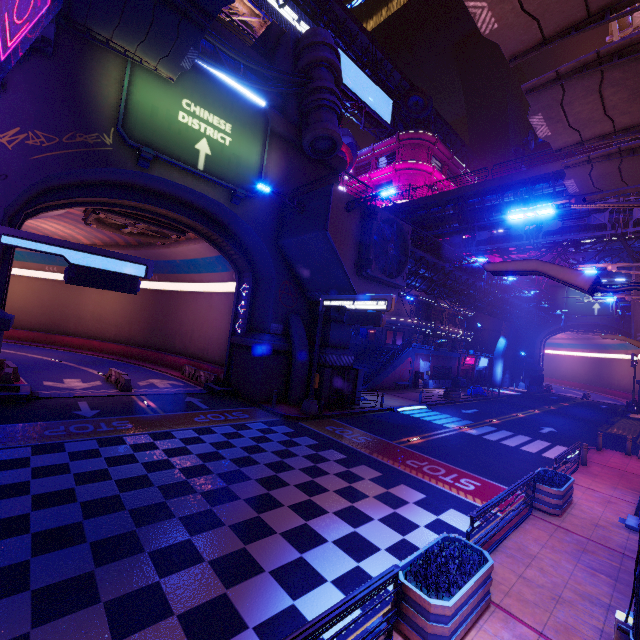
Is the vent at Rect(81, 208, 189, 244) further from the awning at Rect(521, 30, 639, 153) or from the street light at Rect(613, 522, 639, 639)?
the street light at Rect(613, 522, 639, 639)

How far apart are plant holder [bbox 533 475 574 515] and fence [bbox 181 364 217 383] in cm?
2031

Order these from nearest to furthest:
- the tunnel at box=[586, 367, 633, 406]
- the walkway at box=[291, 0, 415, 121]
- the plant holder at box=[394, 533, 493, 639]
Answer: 1. the plant holder at box=[394, 533, 493, 639]
2. the walkway at box=[291, 0, 415, 121]
3. the tunnel at box=[586, 367, 633, 406]

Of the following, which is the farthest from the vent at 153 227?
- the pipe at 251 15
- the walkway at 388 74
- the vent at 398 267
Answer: the walkway at 388 74

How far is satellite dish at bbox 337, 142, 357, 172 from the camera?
45.4 meters

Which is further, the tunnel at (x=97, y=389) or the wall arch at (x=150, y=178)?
the tunnel at (x=97, y=389)

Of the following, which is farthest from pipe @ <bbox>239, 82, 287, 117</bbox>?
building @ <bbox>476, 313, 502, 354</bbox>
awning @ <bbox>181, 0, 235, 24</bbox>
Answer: building @ <bbox>476, 313, 502, 354</bbox>

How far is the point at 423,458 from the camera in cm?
1455
